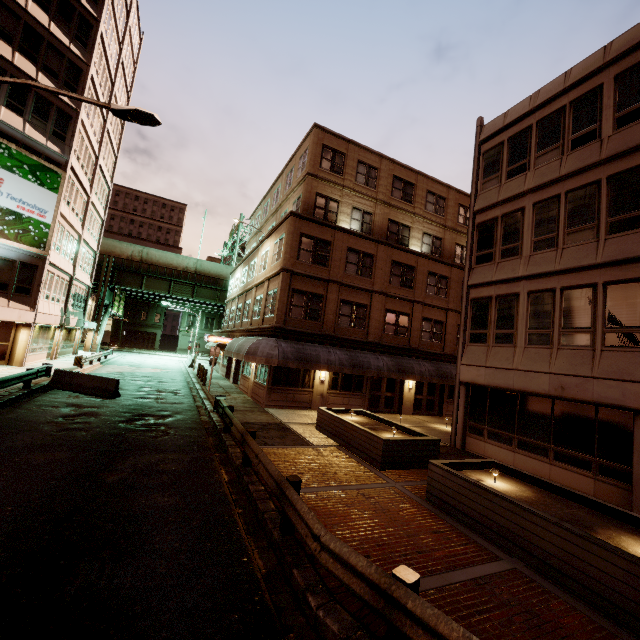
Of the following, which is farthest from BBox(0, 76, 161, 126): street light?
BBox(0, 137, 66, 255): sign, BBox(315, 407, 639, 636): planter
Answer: BBox(0, 137, 66, 255): sign

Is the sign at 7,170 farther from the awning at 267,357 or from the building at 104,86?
the awning at 267,357

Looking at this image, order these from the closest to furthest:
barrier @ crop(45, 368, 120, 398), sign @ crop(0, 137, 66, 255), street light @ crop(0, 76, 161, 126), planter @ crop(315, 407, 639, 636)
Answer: planter @ crop(315, 407, 639, 636) < street light @ crop(0, 76, 161, 126) < barrier @ crop(45, 368, 120, 398) < sign @ crop(0, 137, 66, 255)

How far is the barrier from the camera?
16.3 meters

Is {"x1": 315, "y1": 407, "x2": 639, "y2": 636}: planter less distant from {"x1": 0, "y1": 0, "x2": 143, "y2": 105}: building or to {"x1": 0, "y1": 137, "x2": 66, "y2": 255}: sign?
{"x1": 0, "y1": 0, "x2": 143, "y2": 105}: building

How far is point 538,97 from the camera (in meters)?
13.76

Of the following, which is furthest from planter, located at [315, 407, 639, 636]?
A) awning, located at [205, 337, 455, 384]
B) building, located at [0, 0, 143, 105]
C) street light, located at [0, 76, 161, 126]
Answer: building, located at [0, 0, 143, 105]

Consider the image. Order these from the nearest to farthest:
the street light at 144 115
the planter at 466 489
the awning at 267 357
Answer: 1. the planter at 466 489
2. the street light at 144 115
3. the awning at 267 357
